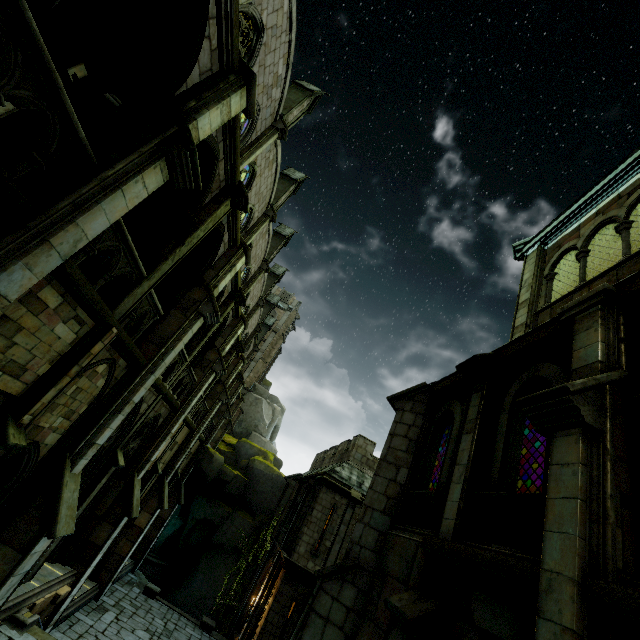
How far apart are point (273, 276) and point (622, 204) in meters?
28.7

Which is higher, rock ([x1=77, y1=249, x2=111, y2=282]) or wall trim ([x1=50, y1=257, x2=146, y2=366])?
rock ([x1=77, y1=249, x2=111, y2=282])

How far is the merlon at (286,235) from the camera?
27.3m

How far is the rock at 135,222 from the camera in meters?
10.5

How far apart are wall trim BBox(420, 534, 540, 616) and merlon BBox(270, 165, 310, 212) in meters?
20.4

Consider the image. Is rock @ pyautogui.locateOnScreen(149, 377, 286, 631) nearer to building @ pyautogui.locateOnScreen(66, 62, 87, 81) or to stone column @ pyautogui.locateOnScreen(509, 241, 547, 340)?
building @ pyautogui.locateOnScreen(66, 62, 87, 81)

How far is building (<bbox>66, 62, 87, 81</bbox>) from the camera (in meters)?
6.48

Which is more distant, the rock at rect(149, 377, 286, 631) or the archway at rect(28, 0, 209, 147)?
the rock at rect(149, 377, 286, 631)
